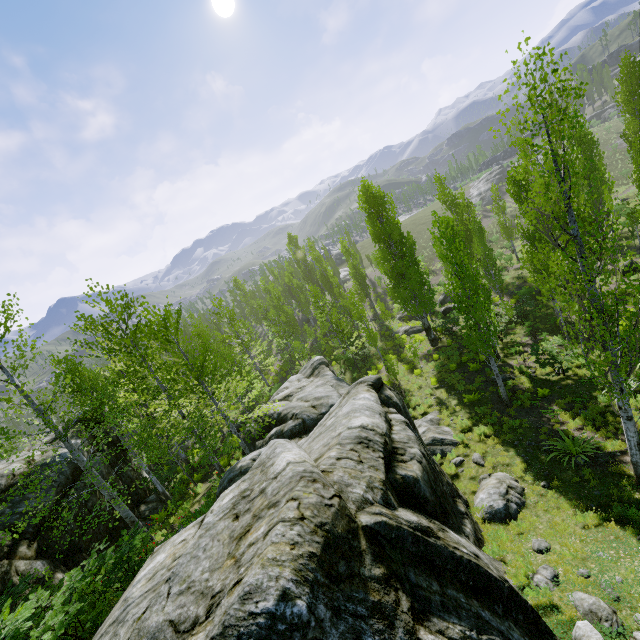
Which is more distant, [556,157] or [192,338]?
[192,338]

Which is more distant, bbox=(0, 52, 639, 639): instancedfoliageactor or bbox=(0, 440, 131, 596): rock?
bbox=(0, 440, 131, 596): rock

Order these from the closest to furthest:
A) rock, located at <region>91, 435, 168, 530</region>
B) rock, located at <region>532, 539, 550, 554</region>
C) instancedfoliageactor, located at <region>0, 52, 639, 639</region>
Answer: instancedfoliageactor, located at <region>0, 52, 639, 639</region>, rock, located at <region>532, 539, 550, 554</region>, rock, located at <region>91, 435, 168, 530</region>

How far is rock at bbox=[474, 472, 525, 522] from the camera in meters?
9.7

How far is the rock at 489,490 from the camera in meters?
9.7 m

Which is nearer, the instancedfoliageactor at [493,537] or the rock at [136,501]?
the instancedfoliageactor at [493,537]
